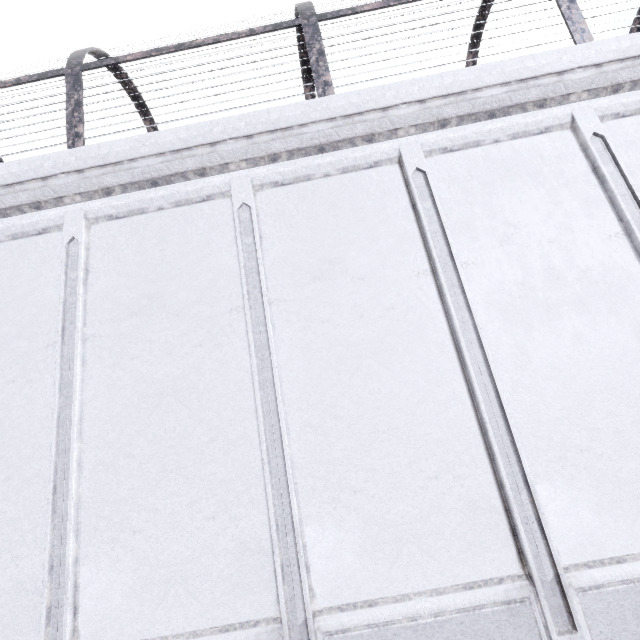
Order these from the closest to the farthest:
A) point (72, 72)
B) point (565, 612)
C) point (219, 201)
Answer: point (565, 612) < point (219, 201) < point (72, 72)
